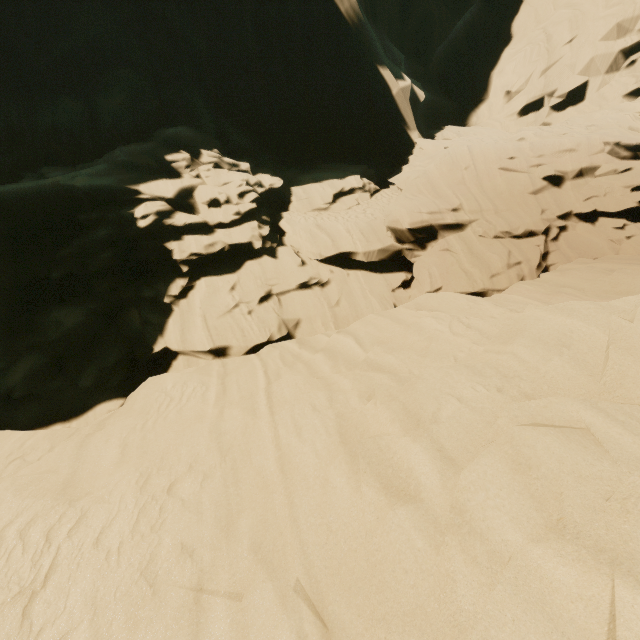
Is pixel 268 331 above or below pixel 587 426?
below
